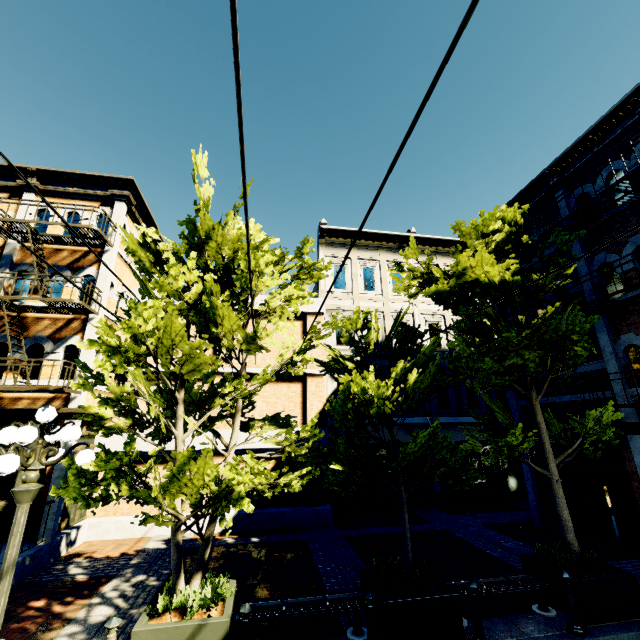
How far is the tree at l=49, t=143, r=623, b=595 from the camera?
4.93m

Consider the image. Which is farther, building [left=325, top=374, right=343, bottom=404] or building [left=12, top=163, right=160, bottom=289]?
building [left=325, top=374, right=343, bottom=404]

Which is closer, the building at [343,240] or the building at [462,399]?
the building at [462,399]

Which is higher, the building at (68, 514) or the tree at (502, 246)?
the tree at (502, 246)

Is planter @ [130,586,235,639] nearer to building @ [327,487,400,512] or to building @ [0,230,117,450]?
building @ [0,230,117,450]

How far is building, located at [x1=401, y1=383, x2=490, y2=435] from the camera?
14.8 meters

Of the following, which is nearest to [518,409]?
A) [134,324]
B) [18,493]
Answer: [134,324]
